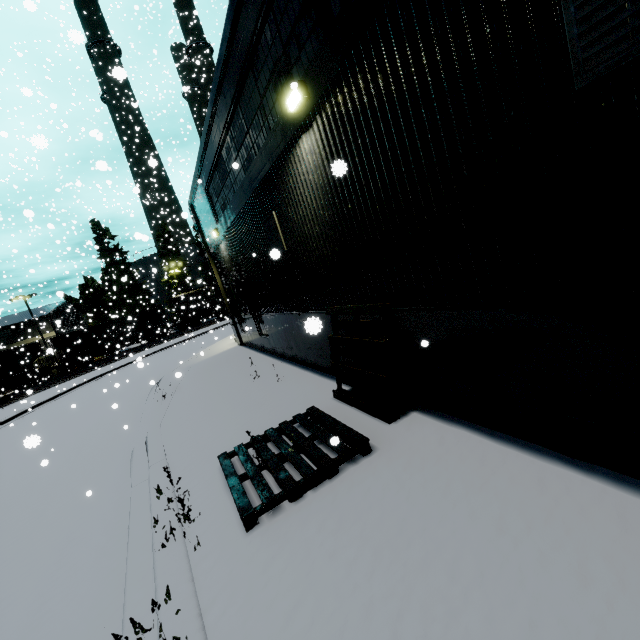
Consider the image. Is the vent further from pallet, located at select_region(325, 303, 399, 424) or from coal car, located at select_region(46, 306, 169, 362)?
coal car, located at select_region(46, 306, 169, 362)

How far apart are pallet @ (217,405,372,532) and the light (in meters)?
3.46

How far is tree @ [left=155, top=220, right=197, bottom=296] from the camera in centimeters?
4719cm

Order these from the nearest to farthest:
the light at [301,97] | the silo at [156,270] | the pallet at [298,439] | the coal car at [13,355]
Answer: the pallet at [298,439] → the light at [301,97] → the coal car at [13,355] → the silo at [156,270]

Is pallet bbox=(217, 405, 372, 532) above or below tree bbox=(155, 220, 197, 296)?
below

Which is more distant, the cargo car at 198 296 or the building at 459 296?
the cargo car at 198 296

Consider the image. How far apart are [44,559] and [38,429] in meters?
12.4
